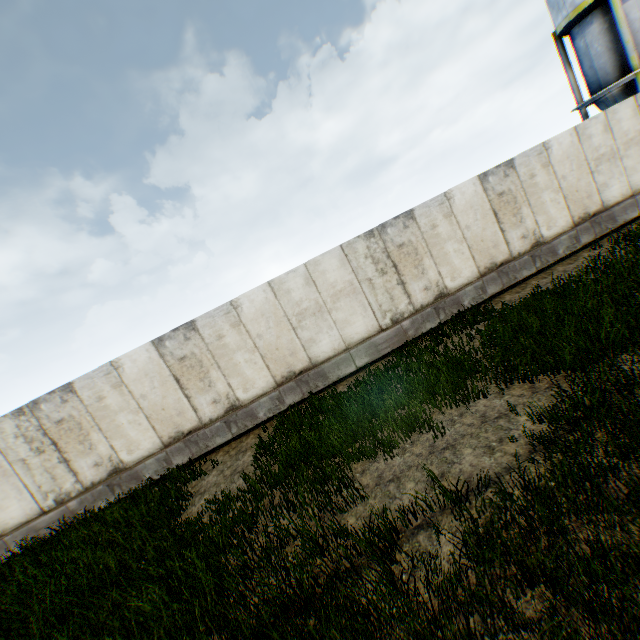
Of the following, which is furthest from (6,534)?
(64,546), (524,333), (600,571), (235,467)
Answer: (524,333)
